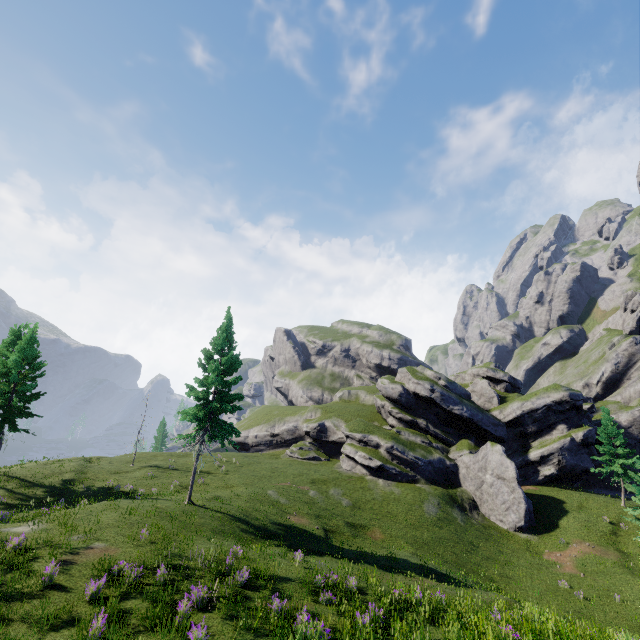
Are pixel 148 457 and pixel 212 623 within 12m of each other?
no
